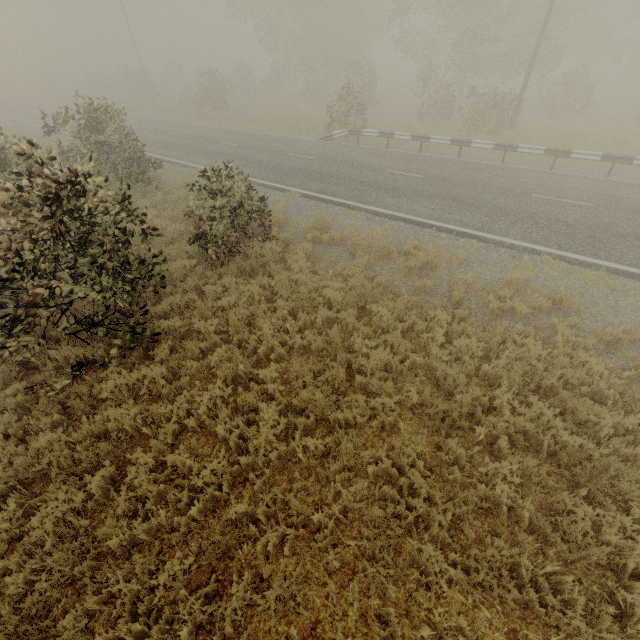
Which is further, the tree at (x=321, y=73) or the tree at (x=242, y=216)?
the tree at (x=242, y=216)

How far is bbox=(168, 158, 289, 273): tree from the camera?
8.4m

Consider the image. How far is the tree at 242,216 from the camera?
8.37m

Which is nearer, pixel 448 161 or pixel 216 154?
pixel 448 161

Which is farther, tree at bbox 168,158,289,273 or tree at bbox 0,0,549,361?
tree at bbox 168,158,289,273
